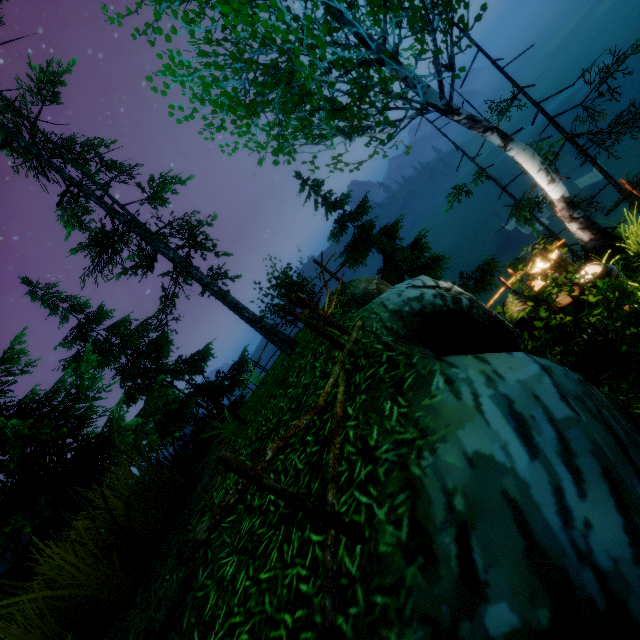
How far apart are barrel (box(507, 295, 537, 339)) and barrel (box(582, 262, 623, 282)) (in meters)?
0.26

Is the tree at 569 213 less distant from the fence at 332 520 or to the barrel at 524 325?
the barrel at 524 325

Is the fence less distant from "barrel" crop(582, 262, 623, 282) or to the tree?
the tree

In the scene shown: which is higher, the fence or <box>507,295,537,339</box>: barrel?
the fence

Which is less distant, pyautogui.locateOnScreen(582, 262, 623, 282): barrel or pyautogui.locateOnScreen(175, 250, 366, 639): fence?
pyautogui.locateOnScreen(175, 250, 366, 639): fence

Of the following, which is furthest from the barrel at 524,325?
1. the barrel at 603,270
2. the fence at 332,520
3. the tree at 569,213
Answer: the fence at 332,520

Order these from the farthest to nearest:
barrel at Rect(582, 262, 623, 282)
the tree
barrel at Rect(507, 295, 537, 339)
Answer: barrel at Rect(507, 295, 537, 339), barrel at Rect(582, 262, 623, 282), the tree

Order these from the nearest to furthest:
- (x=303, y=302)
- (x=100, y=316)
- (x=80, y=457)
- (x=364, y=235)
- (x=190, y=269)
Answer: (x=303, y=302), (x=190, y=269), (x=364, y=235), (x=80, y=457), (x=100, y=316)
